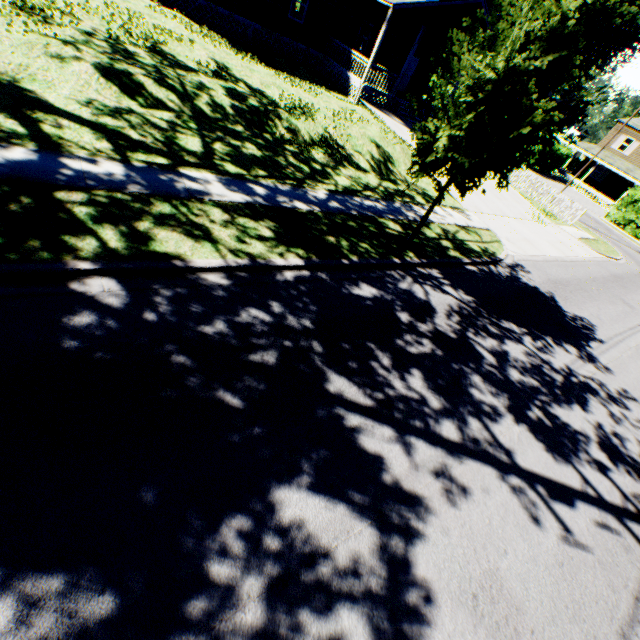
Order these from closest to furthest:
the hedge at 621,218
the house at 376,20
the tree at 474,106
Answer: the tree at 474,106
the house at 376,20
the hedge at 621,218

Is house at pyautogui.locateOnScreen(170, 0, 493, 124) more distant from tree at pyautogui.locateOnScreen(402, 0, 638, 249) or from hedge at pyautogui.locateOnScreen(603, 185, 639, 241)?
hedge at pyautogui.locateOnScreen(603, 185, 639, 241)

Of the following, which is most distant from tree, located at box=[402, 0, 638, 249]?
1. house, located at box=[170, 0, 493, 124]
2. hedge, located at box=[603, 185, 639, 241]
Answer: hedge, located at box=[603, 185, 639, 241]

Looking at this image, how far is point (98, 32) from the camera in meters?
9.7

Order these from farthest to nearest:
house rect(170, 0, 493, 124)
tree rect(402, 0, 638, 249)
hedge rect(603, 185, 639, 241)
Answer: hedge rect(603, 185, 639, 241) < house rect(170, 0, 493, 124) < tree rect(402, 0, 638, 249)

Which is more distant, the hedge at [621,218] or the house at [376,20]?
the hedge at [621,218]

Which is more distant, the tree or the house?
the house
